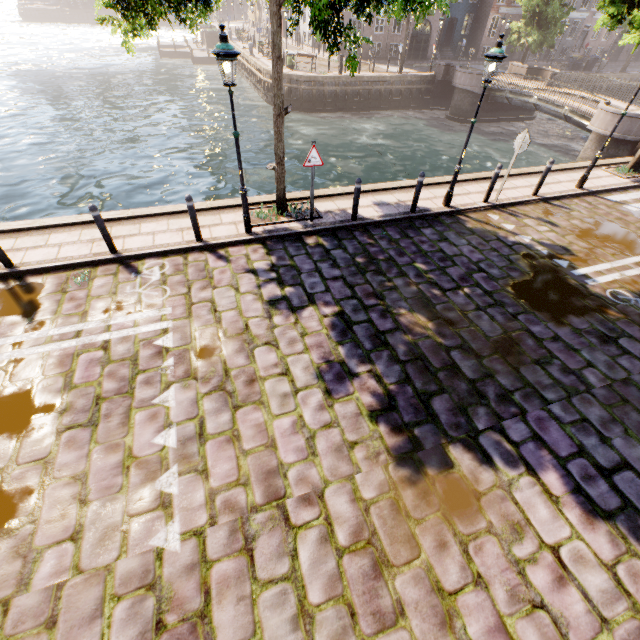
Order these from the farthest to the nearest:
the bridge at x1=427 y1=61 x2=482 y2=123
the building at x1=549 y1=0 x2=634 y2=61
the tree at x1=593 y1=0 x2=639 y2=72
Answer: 1. the building at x1=549 y1=0 x2=634 y2=61
2. the bridge at x1=427 y1=61 x2=482 y2=123
3. the tree at x1=593 y1=0 x2=639 y2=72

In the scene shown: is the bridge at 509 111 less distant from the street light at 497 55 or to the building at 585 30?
the building at 585 30

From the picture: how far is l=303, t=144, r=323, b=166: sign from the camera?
7.4 meters

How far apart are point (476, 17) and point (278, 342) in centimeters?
4939cm

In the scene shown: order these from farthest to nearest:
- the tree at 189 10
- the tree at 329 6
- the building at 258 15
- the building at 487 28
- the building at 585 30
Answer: the building at 258 15, the building at 585 30, the building at 487 28, the tree at 329 6, the tree at 189 10

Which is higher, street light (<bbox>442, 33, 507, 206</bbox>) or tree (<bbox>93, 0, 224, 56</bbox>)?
tree (<bbox>93, 0, 224, 56</bbox>)

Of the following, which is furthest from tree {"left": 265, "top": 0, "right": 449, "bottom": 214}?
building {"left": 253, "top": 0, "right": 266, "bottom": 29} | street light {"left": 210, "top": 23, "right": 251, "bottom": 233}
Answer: building {"left": 253, "top": 0, "right": 266, "bottom": 29}

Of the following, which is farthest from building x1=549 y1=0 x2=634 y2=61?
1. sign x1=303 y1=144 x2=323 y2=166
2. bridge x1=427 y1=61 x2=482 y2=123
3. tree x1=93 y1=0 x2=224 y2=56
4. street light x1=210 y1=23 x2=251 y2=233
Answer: sign x1=303 y1=144 x2=323 y2=166
